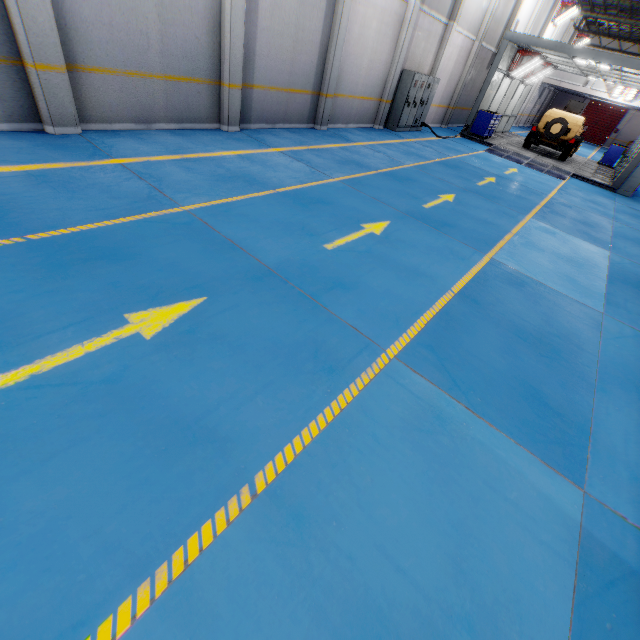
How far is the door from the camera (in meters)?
36.41

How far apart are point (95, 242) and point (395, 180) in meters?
7.4

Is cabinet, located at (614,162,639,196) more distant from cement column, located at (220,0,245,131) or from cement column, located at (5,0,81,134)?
cement column, located at (5,0,81,134)

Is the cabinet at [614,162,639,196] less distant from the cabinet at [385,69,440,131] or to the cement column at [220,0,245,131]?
the cabinet at [385,69,440,131]

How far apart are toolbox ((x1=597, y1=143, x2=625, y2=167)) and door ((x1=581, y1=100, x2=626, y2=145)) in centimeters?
2420cm

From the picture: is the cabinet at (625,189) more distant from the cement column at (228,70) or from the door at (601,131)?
the door at (601,131)

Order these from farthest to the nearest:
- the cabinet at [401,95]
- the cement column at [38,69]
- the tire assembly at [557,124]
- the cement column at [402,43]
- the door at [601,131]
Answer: the door at [601,131], the tire assembly at [557,124], the cabinet at [401,95], the cement column at [402,43], the cement column at [38,69]

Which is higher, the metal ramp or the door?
the door
